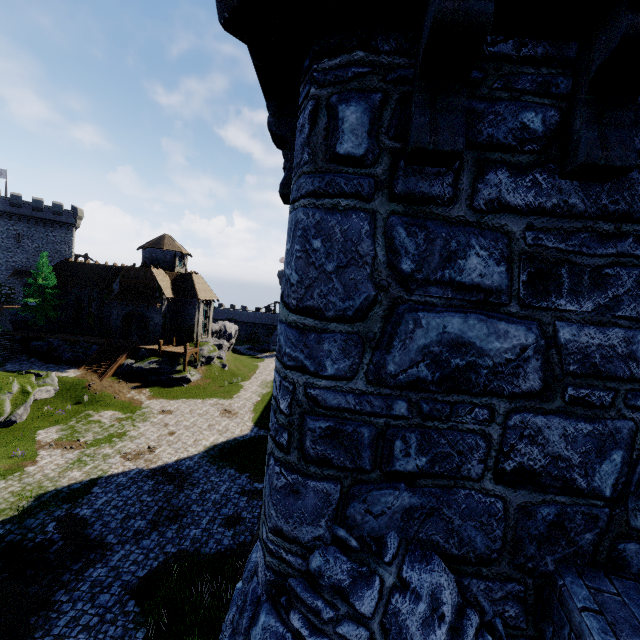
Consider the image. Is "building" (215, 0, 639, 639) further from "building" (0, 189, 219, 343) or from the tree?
the tree

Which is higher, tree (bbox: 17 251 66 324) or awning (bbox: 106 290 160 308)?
tree (bbox: 17 251 66 324)

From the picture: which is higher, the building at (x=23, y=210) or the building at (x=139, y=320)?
the building at (x=23, y=210)

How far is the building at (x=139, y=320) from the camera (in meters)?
41.66

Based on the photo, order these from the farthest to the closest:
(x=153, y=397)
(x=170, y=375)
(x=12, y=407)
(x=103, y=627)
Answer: (x=170, y=375), (x=153, y=397), (x=12, y=407), (x=103, y=627)

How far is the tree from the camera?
37.9 meters

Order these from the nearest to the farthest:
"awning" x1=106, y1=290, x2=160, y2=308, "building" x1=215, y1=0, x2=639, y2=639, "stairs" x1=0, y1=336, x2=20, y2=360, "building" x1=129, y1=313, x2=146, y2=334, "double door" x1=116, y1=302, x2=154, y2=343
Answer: "building" x1=215, y1=0, x2=639, y2=639 → "stairs" x1=0, y1=336, x2=20, y2=360 → "awning" x1=106, y1=290, x2=160, y2=308 → "double door" x1=116, y1=302, x2=154, y2=343 → "building" x1=129, y1=313, x2=146, y2=334

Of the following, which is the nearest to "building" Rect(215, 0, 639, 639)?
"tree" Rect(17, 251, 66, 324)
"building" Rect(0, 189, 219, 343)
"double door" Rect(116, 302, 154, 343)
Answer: "building" Rect(0, 189, 219, 343)
